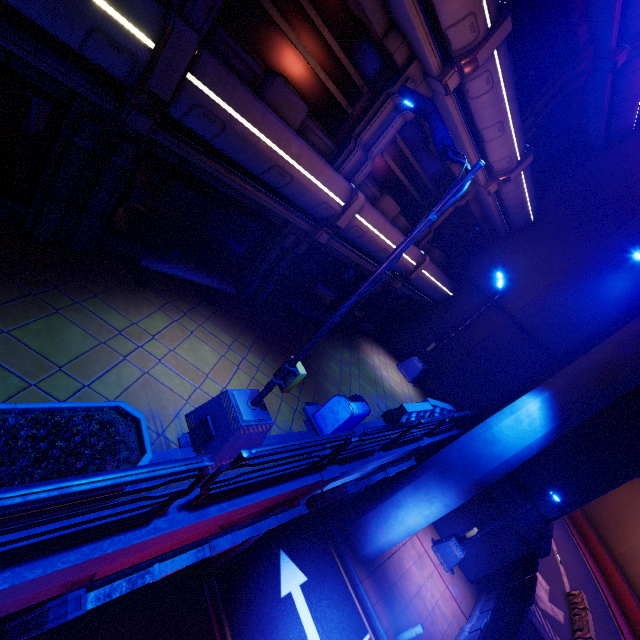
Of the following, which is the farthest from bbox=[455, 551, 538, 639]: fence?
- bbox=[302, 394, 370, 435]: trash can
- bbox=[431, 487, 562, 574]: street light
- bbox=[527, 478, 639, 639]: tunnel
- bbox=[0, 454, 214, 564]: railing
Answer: bbox=[0, 454, 214, 564]: railing

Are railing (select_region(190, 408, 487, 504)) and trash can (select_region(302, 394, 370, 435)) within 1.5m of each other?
yes

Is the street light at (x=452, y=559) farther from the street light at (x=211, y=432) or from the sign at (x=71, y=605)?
the street light at (x=211, y=432)

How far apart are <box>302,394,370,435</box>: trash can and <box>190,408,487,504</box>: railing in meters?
0.4

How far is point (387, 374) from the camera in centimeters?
1423cm

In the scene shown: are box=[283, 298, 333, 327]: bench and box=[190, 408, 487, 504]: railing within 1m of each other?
no

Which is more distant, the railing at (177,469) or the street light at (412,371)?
the street light at (412,371)

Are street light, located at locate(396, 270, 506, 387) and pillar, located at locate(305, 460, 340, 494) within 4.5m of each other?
no
